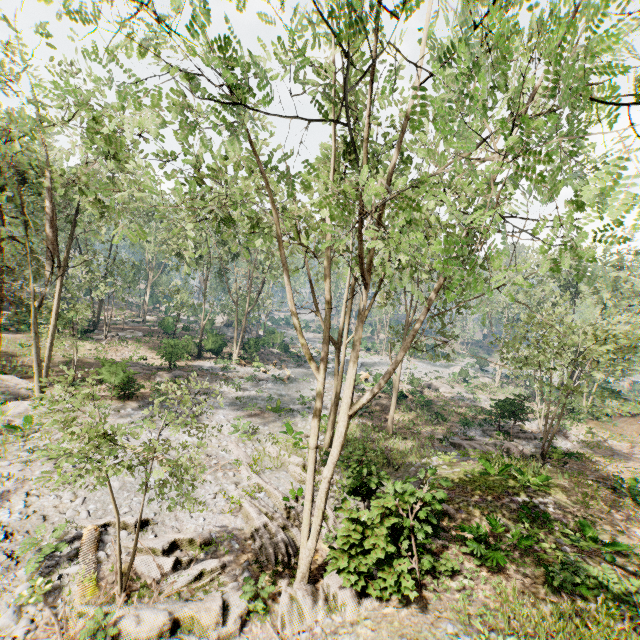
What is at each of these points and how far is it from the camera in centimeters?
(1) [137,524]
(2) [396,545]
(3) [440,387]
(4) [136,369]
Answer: (1) foliage, 873cm
(2) foliage, 1024cm
(3) foliage, 3838cm
(4) foliage, 2773cm

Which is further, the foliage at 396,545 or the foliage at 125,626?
the foliage at 396,545

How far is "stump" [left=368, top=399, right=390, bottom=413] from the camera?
27.28m

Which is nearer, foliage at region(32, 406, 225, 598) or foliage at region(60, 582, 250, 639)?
foliage at region(32, 406, 225, 598)

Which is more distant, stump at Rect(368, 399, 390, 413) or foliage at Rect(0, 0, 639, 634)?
stump at Rect(368, 399, 390, 413)

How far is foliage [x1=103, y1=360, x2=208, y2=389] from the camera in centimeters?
927cm

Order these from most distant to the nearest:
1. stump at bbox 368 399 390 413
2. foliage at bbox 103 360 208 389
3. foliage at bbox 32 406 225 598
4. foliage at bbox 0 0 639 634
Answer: stump at bbox 368 399 390 413 < foliage at bbox 103 360 208 389 < foliage at bbox 32 406 225 598 < foliage at bbox 0 0 639 634

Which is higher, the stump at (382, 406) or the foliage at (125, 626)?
the stump at (382, 406)
